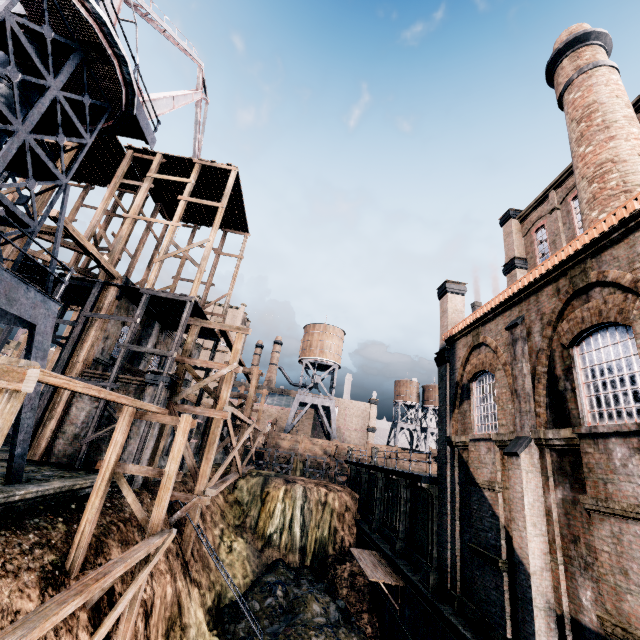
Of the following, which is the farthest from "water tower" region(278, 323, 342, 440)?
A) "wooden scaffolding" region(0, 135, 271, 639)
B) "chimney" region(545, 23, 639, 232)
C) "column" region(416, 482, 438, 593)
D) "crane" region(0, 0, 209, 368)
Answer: "chimney" region(545, 23, 639, 232)

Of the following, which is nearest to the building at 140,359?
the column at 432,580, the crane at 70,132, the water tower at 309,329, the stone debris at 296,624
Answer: the column at 432,580

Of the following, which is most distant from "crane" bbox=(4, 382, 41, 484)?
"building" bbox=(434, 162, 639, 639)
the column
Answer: the column

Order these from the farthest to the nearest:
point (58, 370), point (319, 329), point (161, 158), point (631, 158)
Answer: point (319, 329) < point (161, 158) < point (58, 370) < point (631, 158)

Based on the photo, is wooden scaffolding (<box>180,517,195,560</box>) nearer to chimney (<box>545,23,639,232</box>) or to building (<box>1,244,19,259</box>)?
building (<box>1,244,19,259</box>)

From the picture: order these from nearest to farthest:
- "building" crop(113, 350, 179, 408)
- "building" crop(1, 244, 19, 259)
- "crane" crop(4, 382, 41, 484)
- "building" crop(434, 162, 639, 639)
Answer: "building" crop(434, 162, 639, 639)
"crane" crop(4, 382, 41, 484)
"building" crop(1, 244, 19, 259)
"building" crop(113, 350, 179, 408)

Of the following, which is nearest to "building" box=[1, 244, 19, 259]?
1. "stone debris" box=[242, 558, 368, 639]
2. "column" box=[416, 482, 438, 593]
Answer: "column" box=[416, 482, 438, 593]

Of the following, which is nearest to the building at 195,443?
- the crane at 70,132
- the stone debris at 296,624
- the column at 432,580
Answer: the column at 432,580
